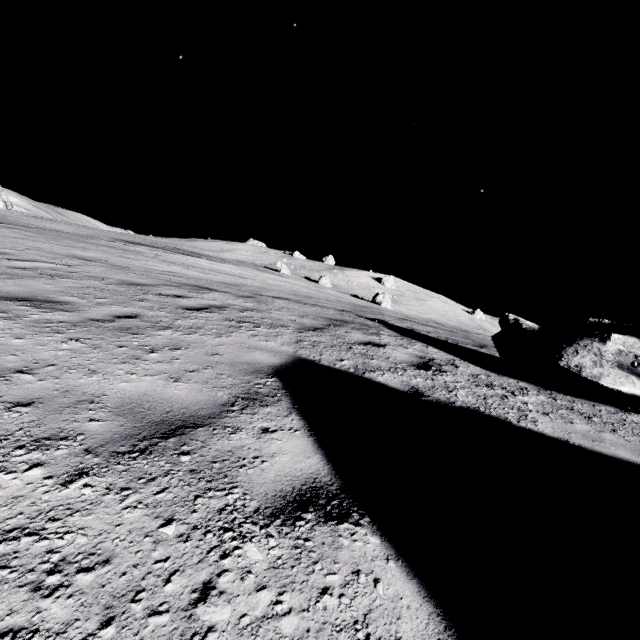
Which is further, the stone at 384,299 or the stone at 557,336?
the stone at 384,299

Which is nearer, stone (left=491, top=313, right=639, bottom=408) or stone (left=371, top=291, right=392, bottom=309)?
stone (left=491, top=313, right=639, bottom=408)

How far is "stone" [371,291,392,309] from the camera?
44.66m

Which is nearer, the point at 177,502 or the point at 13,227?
the point at 177,502

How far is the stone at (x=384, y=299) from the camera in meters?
44.7 m

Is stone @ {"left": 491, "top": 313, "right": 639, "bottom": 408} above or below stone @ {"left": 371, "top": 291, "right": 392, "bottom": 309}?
below
